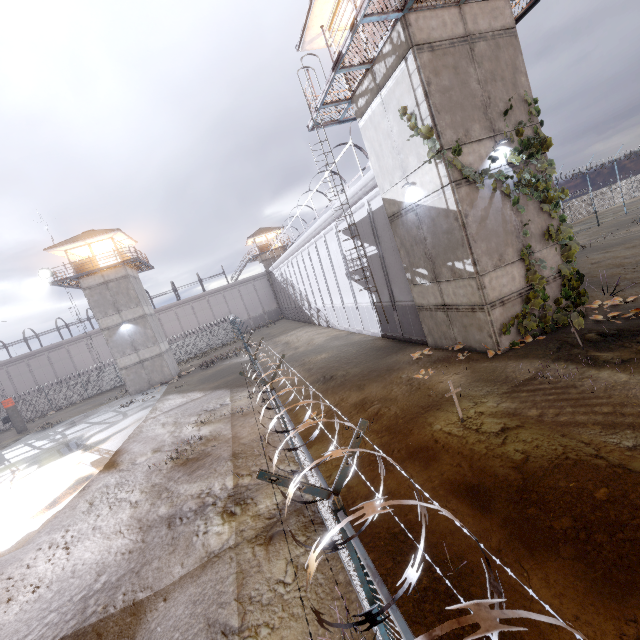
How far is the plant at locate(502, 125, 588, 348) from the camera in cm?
1028

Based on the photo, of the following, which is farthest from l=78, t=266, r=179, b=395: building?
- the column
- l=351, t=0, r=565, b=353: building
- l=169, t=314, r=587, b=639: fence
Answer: l=351, t=0, r=565, b=353: building

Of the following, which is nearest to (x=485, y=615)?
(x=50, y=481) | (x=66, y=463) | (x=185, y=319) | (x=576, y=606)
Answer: (x=576, y=606)

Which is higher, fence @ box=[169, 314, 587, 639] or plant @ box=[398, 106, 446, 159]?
plant @ box=[398, 106, 446, 159]

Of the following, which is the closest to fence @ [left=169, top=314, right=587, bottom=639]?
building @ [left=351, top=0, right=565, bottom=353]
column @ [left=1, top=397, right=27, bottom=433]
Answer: column @ [left=1, top=397, right=27, bottom=433]

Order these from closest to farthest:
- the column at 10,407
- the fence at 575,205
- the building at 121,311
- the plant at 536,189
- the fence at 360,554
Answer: the fence at 360,554
the plant at 536,189
the building at 121,311
the fence at 575,205
the column at 10,407

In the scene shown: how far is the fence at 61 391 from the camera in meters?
38.6 m

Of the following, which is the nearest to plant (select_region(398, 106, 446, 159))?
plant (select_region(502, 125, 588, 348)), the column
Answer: plant (select_region(502, 125, 588, 348))
